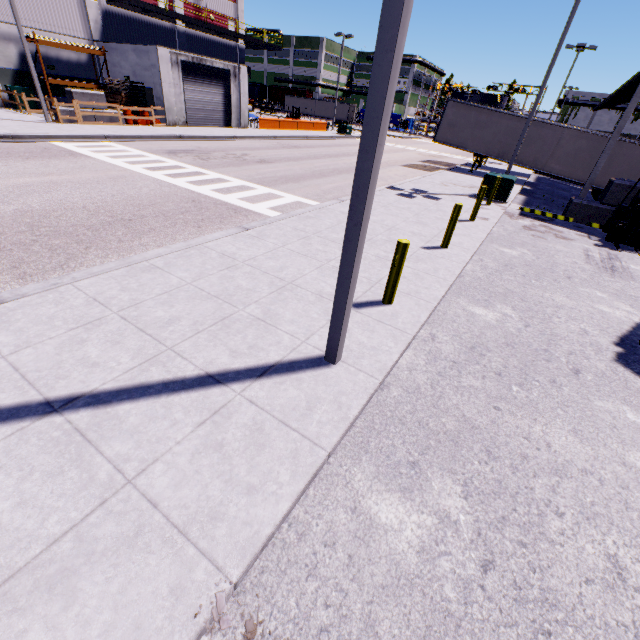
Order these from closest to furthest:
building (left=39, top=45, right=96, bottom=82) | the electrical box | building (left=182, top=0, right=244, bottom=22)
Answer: the electrical box
building (left=39, top=45, right=96, bottom=82)
building (left=182, top=0, right=244, bottom=22)

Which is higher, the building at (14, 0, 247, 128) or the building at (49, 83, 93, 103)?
the building at (14, 0, 247, 128)

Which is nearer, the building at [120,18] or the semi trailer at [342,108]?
the building at [120,18]

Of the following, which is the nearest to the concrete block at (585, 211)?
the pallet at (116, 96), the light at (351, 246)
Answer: the light at (351, 246)

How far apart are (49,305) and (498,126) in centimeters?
2663cm

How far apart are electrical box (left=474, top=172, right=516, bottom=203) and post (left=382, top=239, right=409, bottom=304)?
12.6 meters

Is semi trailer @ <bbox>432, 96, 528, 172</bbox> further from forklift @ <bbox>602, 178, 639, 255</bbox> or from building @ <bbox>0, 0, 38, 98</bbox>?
forklift @ <bbox>602, 178, 639, 255</bbox>

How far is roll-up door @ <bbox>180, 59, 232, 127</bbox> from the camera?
25.6 meters
